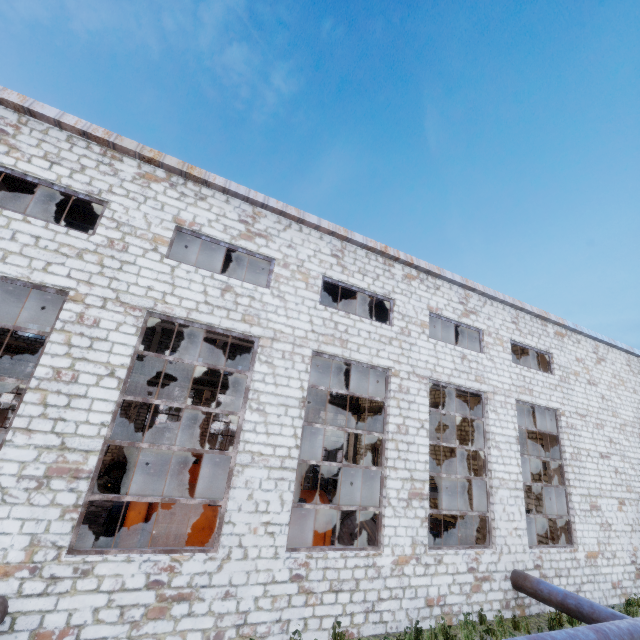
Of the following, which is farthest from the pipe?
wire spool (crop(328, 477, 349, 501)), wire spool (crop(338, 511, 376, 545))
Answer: wire spool (crop(328, 477, 349, 501))

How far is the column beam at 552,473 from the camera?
13.7m

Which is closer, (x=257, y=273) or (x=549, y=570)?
(x=549, y=570)

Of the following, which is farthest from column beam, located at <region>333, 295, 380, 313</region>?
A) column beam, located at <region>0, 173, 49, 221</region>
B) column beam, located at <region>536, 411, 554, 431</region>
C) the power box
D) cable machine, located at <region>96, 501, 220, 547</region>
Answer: column beam, located at <region>0, 173, 49, 221</region>

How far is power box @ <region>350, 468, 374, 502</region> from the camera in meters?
24.4 m

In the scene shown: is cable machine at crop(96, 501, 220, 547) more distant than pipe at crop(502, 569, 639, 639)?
Yes

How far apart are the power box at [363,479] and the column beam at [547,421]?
12.88m

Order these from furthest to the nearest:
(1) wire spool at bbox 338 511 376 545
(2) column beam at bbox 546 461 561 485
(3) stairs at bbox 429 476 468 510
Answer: (3) stairs at bbox 429 476 468 510, (2) column beam at bbox 546 461 561 485, (1) wire spool at bbox 338 511 376 545
